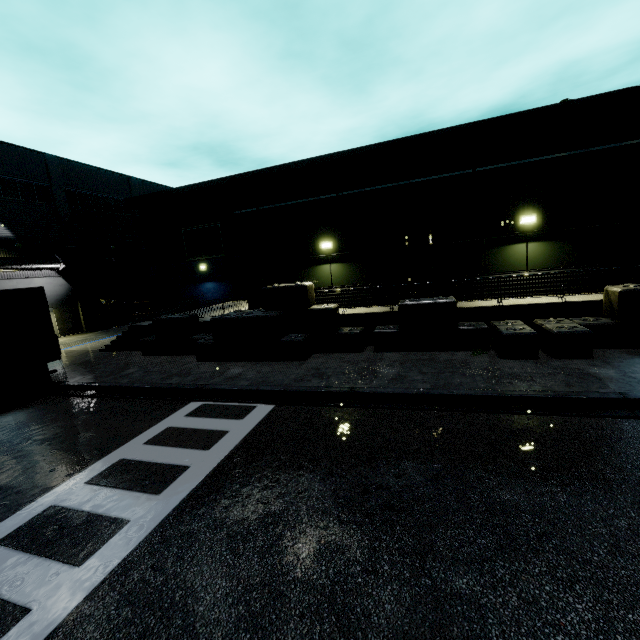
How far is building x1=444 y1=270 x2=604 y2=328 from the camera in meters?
10.8 m

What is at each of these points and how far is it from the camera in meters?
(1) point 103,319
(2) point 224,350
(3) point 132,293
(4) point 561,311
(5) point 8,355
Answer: (1) electrical box, 29.3
(2) concrete block, 13.1
(3) building, 33.8
(4) building, 11.0
(5) semi trailer, 13.4

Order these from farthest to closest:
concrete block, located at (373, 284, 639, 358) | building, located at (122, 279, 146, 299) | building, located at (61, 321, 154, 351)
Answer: building, located at (122, 279, 146, 299) < building, located at (61, 321, 154, 351) < concrete block, located at (373, 284, 639, 358)

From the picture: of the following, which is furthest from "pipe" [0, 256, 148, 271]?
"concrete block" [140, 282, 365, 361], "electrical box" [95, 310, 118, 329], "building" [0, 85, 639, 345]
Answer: "concrete block" [140, 282, 365, 361]

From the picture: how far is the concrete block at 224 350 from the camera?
12.4m

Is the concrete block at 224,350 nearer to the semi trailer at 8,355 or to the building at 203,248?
the building at 203,248

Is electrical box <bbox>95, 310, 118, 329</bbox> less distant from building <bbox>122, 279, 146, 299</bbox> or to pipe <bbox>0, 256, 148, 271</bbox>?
building <bbox>122, 279, 146, 299</bbox>

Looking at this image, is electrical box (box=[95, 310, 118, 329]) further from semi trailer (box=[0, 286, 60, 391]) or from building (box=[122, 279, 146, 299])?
semi trailer (box=[0, 286, 60, 391])
